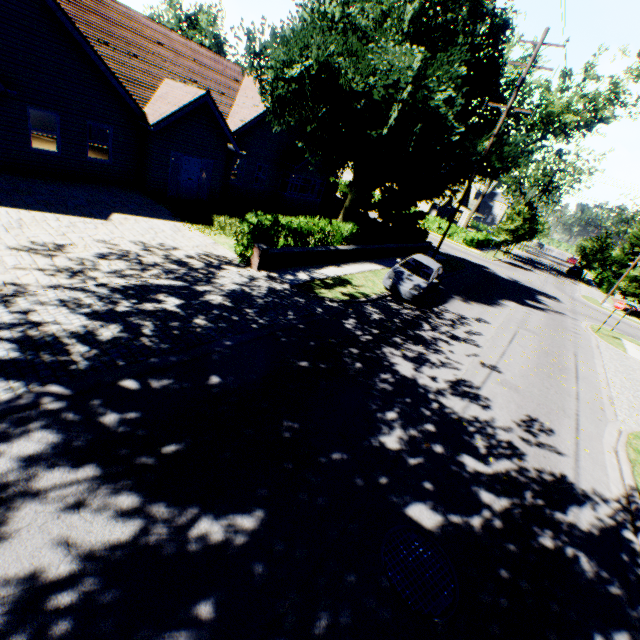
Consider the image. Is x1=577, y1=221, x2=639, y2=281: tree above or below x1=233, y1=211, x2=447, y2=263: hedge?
above

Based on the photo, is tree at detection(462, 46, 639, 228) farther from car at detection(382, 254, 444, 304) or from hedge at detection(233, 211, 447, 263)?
car at detection(382, 254, 444, 304)

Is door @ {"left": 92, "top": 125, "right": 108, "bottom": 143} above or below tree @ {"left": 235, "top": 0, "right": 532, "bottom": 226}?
below

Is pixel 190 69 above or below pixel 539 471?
above

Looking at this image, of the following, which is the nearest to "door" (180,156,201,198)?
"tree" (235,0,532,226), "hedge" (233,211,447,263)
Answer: "tree" (235,0,532,226)

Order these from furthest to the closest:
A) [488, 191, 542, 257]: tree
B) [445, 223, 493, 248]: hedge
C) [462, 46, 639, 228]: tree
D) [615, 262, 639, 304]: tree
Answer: [445, 223, 493, 248]: hedge → [488, 191, 542, 257]: tree → [615, 262, 639, 304]: tree → [462, 46, 639, 228]: tree

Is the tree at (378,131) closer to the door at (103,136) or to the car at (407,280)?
the car at (407,280)

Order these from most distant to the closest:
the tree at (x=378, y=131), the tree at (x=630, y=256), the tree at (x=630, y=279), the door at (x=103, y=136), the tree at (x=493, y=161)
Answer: the tree at (x=630, y=256) < the tree at (x=630, y=279) < the door at (x=103, y=136) < the tree at (x=493, y=161) < the tree at (x=378, y=131)
